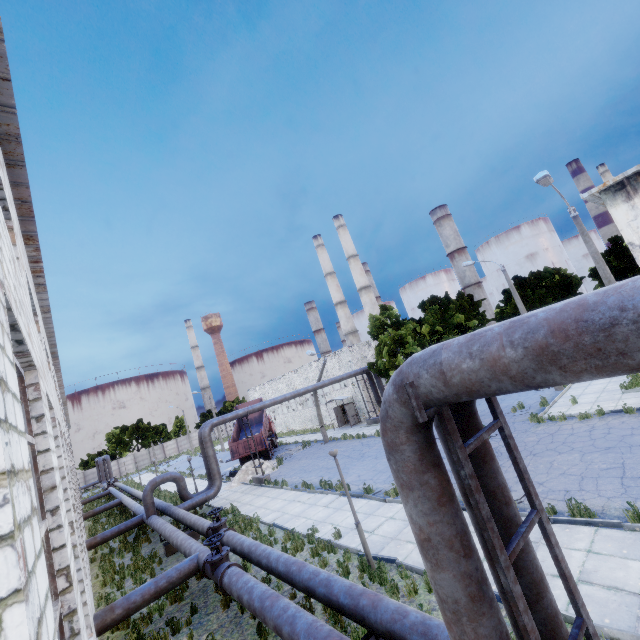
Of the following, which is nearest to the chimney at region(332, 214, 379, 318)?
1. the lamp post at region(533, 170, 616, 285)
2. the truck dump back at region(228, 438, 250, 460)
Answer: the truck dump back at region(228, 438, 250, 460)

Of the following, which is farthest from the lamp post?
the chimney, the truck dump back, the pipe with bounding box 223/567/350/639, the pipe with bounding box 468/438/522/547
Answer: the chimney

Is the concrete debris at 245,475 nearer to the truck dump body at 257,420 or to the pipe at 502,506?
the truck dump body at 257,420

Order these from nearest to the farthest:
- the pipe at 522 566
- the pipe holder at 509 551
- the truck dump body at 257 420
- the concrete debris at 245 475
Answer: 1. the pipe holder at 509 551
2. the pipe at 522 566
3. the concrete debris at 245 475
4. the truck dump body at 257 420

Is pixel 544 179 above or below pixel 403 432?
above

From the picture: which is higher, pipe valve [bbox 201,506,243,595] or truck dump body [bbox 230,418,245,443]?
truck dump body [bbox 230,418,245,443]

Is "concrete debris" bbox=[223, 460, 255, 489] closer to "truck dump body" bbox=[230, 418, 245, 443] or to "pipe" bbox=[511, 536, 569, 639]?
"truck dump body" bbox=[230, 418, 245, 443]
